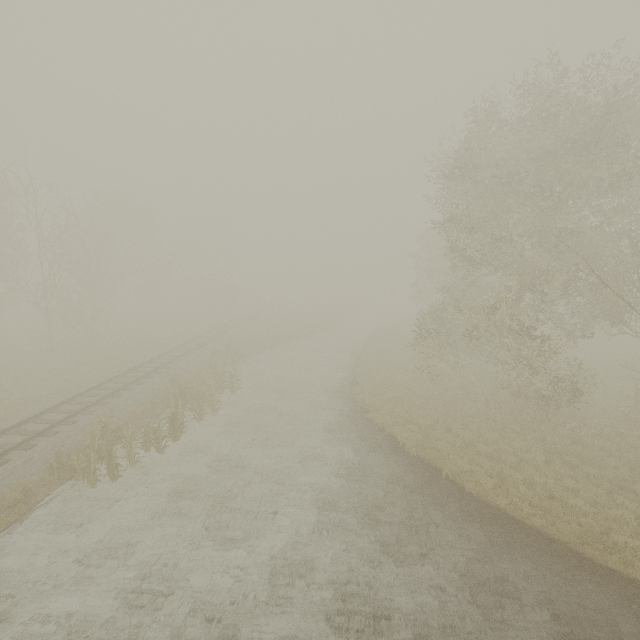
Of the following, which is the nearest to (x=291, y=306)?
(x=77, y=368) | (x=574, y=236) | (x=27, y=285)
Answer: (x=27, y=285)

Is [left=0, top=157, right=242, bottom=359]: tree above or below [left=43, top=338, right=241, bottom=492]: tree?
above

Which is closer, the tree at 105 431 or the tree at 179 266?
the tree at 105 431

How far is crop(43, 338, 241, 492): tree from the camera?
11.3m

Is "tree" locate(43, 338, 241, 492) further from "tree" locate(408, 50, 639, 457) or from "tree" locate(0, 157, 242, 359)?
"tree" locate(0, 157, 242, 359)

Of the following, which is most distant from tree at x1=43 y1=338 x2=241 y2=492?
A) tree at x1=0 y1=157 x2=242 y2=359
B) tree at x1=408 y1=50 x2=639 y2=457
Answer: tree at x1=0 y1=157 x2=242 y2=359

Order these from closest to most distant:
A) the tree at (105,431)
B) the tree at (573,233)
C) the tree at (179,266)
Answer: the tree at (105,431)
the tree at (573,233)
the tree at (179,266)

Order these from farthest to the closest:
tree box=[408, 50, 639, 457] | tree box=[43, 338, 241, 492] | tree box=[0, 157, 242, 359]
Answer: tree box=[0, 157, 242, 359]
tree box=[408, 50, 639, 457]
tree box=[43, 338, 241, 492]
